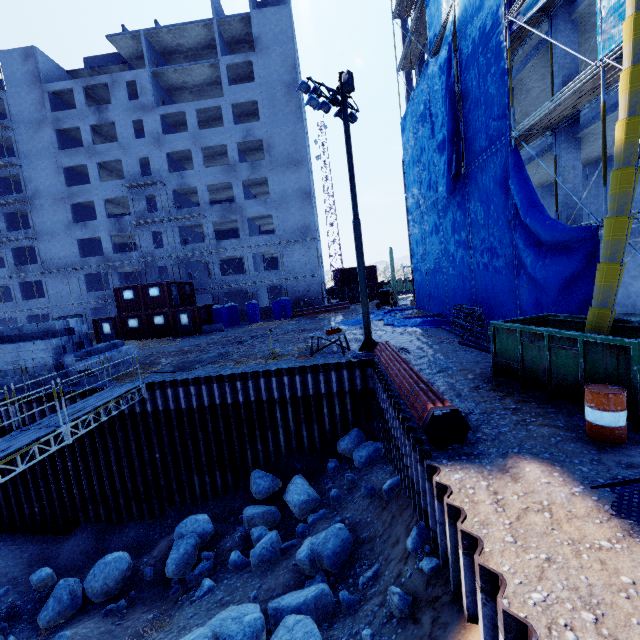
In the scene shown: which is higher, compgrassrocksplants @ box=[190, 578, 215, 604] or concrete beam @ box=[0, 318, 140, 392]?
concrete beam @ box=[0, 318, 140, 392]

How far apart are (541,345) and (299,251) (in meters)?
30.96

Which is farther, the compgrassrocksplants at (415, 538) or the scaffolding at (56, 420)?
the scaffolding at (56, 420)

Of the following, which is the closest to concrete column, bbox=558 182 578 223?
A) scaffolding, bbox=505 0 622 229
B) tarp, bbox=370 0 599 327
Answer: scaffolding, bbox=505 0 622 229

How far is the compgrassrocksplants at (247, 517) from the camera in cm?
913

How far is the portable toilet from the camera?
33.8 meters

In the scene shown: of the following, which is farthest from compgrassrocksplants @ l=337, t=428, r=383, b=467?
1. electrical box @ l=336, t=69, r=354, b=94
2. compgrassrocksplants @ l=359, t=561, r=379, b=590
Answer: electrical box @ l=336, t=69, r=354, b=94

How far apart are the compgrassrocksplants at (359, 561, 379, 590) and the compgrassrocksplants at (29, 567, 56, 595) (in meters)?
12.99
